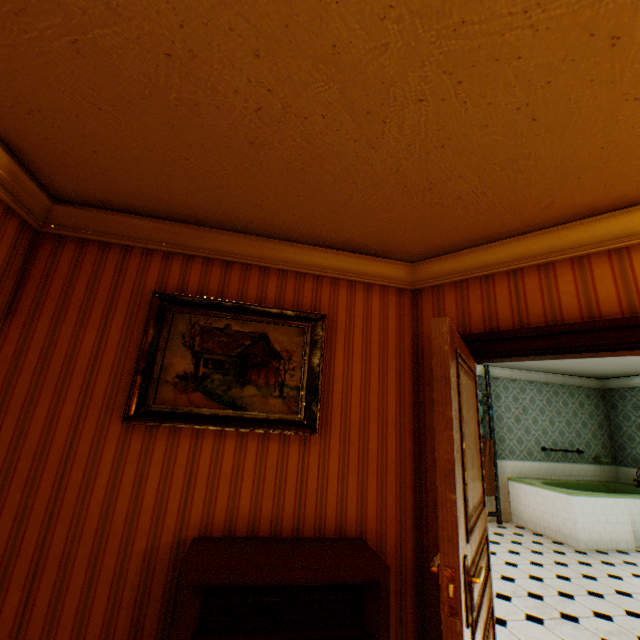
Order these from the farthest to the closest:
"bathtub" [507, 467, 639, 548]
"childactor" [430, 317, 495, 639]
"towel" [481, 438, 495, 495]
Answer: "towel" [481, 438, 495, 495] → "bathtub" [507, 467, 639, 548] → "childactor" [430, 317, 495, 639]

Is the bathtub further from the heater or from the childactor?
the heater

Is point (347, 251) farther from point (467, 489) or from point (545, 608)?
point (545, 608)

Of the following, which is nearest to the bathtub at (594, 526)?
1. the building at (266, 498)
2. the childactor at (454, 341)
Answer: the building at (266, 498)

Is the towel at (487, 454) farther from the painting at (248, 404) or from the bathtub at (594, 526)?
the painting at (248, 404)

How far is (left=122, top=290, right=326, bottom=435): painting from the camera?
2.35m

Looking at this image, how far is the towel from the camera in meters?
6.5 m

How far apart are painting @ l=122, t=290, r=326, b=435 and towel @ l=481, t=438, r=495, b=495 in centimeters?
531cm
